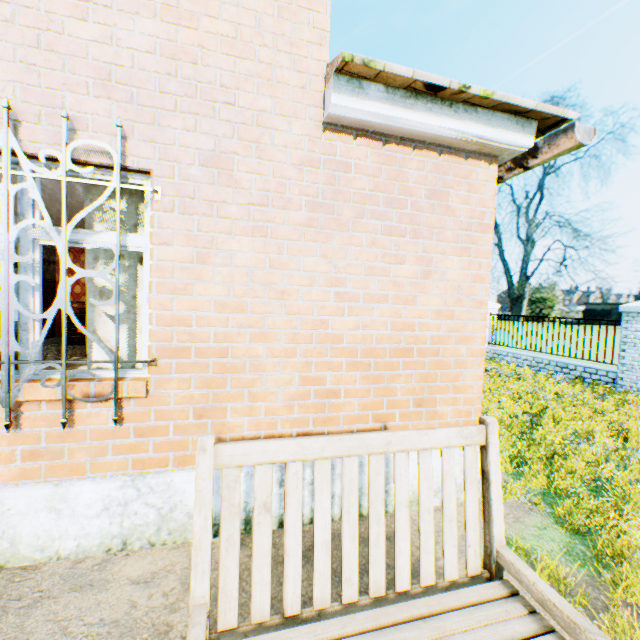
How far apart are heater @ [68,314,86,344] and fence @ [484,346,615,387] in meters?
13.3

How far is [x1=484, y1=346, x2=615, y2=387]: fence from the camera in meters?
8.9 m

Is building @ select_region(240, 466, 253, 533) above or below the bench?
below

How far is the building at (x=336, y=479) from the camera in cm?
303

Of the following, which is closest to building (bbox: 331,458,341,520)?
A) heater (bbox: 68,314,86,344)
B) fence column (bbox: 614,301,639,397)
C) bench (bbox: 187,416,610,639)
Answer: heater (bbox: 68,314,86,344)

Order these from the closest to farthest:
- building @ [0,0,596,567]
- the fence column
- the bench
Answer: the bench, building @ [0,0,596,567], the fence column

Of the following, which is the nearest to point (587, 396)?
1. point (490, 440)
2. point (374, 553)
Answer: point (490, 440)

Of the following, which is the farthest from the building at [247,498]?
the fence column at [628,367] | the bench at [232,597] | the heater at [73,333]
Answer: the fence column at [628,367]
